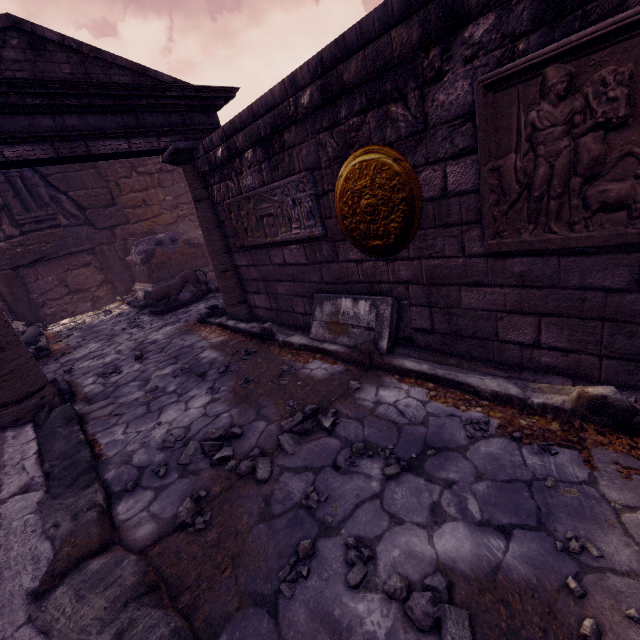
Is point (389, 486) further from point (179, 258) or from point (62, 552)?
point (179, 258)

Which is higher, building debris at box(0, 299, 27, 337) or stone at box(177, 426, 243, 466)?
building debris at box(0, 299, 27, 337)

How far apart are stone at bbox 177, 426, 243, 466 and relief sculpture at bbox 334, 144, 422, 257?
2.0 meters

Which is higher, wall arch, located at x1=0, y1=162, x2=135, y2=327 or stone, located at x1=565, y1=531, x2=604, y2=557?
wall arch, located at x1=0, y1=162, x2=135, y2=327

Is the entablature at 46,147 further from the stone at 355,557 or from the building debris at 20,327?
the building debris at 20,327

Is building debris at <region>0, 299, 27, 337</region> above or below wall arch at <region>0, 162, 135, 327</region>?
below

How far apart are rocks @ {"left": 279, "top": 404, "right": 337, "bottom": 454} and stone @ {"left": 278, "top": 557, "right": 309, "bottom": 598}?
0.76m

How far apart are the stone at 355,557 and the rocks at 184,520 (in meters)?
1.04
